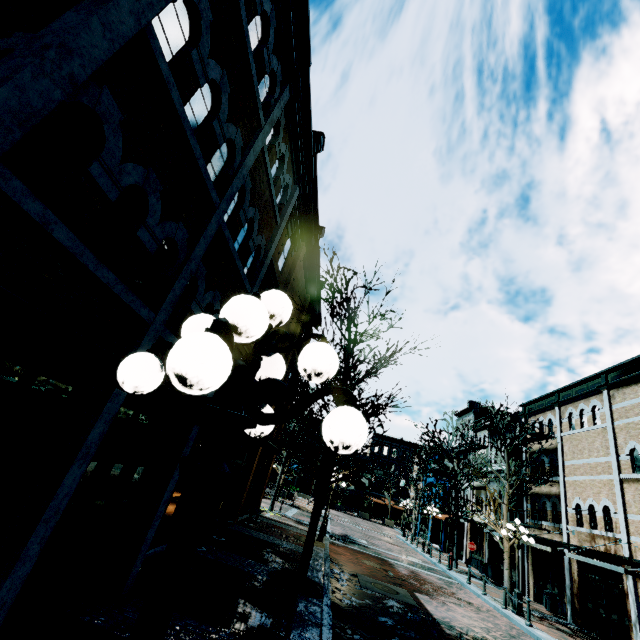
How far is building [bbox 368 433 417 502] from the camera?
54.0m

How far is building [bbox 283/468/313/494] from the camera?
52.34m

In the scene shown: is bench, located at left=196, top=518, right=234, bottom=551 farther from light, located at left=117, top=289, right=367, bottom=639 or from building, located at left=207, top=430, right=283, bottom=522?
light, located at left=117, top=289, right=367, bottom=639

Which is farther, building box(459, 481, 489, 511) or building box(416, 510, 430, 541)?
building box(416, 510, 430, 541)

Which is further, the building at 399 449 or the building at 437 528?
the building at 399 449

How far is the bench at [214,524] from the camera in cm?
966

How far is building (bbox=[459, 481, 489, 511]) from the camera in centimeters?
2758cm

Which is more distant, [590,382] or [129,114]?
[590,382]
